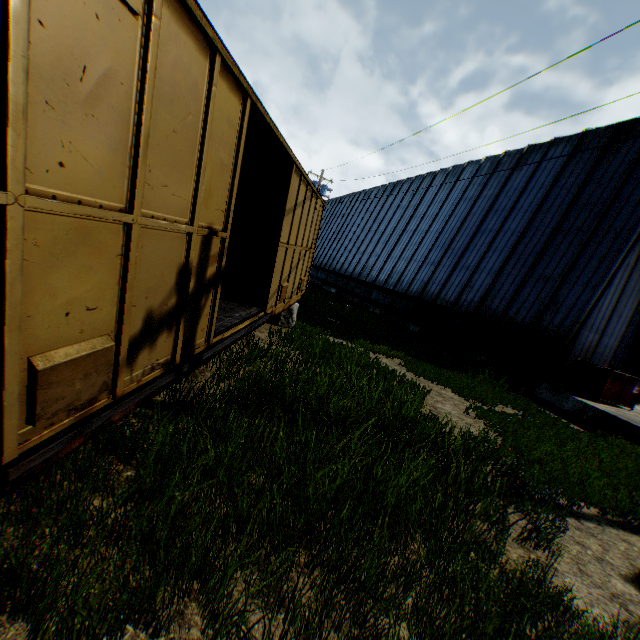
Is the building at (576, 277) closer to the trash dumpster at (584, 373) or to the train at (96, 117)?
the trash dumpster at (584, 373)

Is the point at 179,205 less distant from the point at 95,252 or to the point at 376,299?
the point at 95,252

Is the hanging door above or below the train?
above

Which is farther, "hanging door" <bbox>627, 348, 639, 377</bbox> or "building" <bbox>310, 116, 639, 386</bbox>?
"hanging door" <bbox>627, 348, 639, 377</bbox>

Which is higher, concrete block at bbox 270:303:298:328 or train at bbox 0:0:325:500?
train at bbox 0:0:325:500

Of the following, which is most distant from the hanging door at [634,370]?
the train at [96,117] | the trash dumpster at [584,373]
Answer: the train at [96,117]

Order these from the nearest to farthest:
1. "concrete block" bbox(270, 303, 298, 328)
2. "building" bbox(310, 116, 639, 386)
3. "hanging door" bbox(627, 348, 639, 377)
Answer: "concrete block" bbox(270, 303, 298, 328), "building" bbox(310, 116, 639, 386), "hanging door" bbox(627, 348, 639, 377)

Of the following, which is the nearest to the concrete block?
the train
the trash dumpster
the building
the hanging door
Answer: the train
